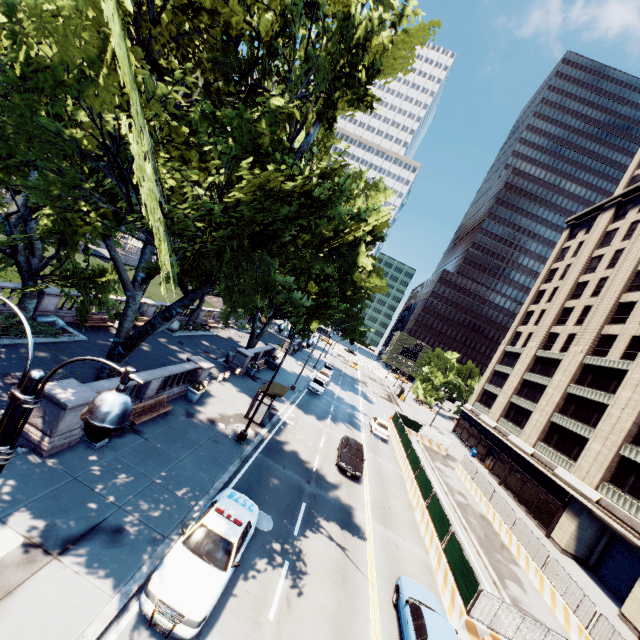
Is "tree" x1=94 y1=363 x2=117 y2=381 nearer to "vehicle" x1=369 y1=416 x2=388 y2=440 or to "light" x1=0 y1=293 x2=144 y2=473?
"light" x1=0 y1=293 x2=144 y2=473

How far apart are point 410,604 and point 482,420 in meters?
45.0

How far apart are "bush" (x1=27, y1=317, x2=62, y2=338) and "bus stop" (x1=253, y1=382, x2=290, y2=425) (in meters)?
12.22

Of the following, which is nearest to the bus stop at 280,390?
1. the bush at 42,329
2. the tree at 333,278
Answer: the tree at 333,278

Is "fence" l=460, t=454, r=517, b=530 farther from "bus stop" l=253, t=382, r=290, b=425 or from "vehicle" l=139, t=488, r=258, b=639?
"bus stop" l=253, t=382, r=290, b=425

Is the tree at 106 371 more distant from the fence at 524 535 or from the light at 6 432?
the fence at 524 535

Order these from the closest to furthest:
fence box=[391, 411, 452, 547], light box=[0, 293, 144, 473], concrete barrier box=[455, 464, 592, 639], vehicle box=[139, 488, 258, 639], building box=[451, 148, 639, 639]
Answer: light box=[0, 293, 144, 473], vehicle box=[139, 488, 258, 639], concrete barrier box=[455, 464, 592, 639], fence box=[391, 411, 452, 547], building box=[451, 148, 639, 639]

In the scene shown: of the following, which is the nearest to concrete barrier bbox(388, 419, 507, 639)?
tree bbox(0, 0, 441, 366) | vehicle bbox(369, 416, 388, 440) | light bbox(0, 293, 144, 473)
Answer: vehicle bbox(369, 416, 388, 440)
